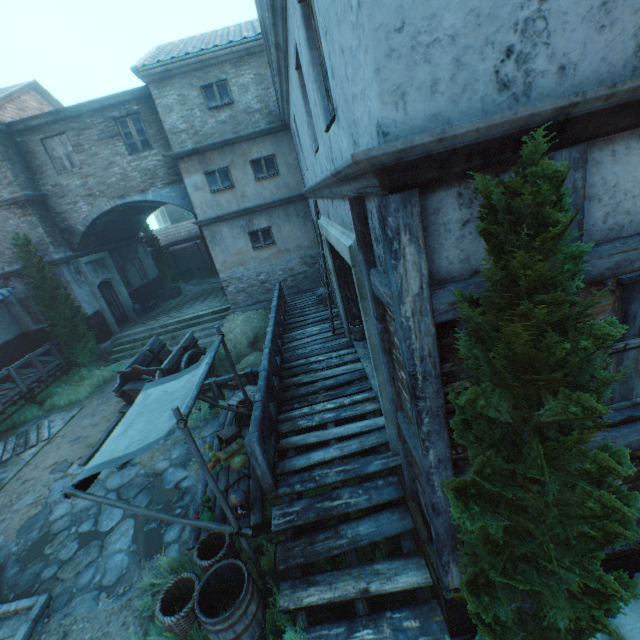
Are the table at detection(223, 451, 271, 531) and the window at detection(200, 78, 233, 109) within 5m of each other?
no

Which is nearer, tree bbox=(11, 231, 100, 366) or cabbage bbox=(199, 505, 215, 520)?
cabbage bbox=(199, 505, 215, 520)

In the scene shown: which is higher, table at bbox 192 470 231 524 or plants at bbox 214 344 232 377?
table at bbox 192 470 231 524

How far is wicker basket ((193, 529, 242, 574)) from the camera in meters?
4.1 m

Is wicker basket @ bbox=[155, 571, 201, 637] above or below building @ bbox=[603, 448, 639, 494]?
below

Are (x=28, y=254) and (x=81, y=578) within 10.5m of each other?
no

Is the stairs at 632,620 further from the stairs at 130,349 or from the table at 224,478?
the stairs at 130,349

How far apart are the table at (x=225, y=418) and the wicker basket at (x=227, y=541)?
2.45m
